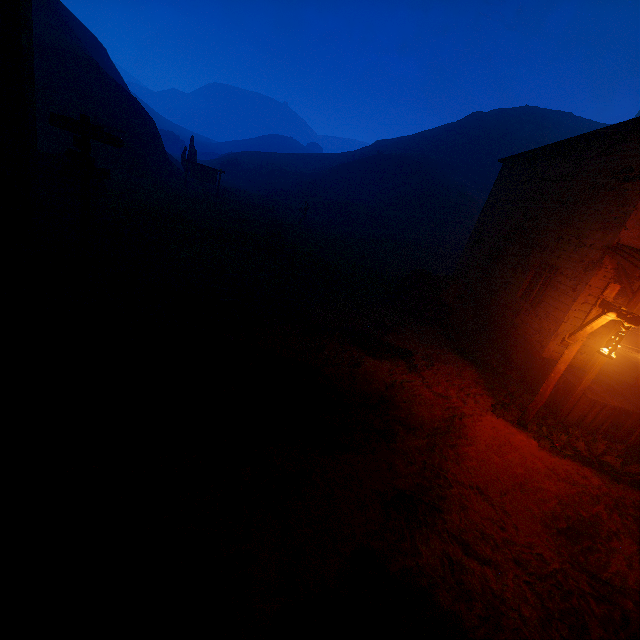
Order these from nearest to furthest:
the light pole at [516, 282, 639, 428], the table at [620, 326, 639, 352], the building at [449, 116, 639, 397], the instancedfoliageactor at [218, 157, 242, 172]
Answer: the light pole at [516, 282, 639, 428], the building at [449, 116, 639, 397], the table at [620, 326, 639, 352], the instancedfoliageactor at [218, 157, 242, 172]

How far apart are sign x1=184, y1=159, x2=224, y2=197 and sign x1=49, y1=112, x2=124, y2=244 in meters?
19.2 m

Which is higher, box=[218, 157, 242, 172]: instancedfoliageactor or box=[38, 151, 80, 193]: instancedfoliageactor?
box=[218, 157, 242, 172]: instancedfoliageactor

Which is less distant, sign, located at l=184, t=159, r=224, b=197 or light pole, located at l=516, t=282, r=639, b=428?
light pole, located at l=516, t=282, r=639, b=428

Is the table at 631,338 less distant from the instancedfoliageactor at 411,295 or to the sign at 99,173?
the instancedfoliageactor at 411,295

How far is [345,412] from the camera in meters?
5.8 m

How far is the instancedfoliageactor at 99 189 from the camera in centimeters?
1450cm

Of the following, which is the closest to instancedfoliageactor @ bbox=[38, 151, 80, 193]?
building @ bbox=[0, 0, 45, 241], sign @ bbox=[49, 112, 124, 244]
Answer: building @ bbox=[0, 0, 45, 241]
